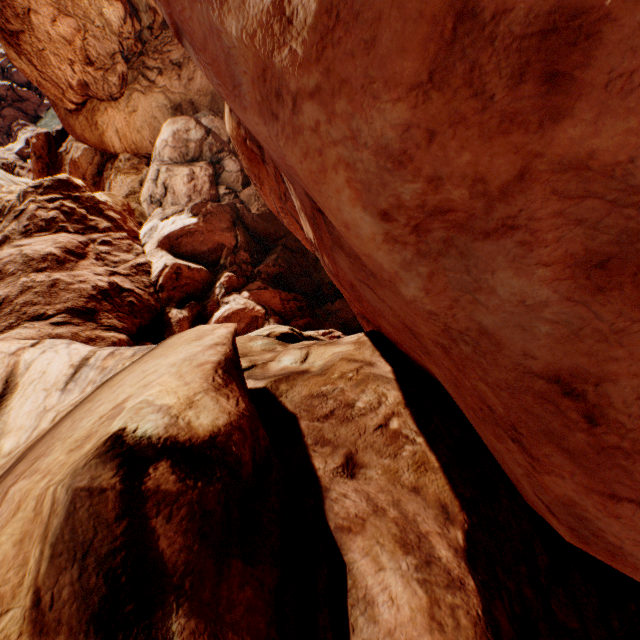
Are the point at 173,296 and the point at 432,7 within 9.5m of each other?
no
